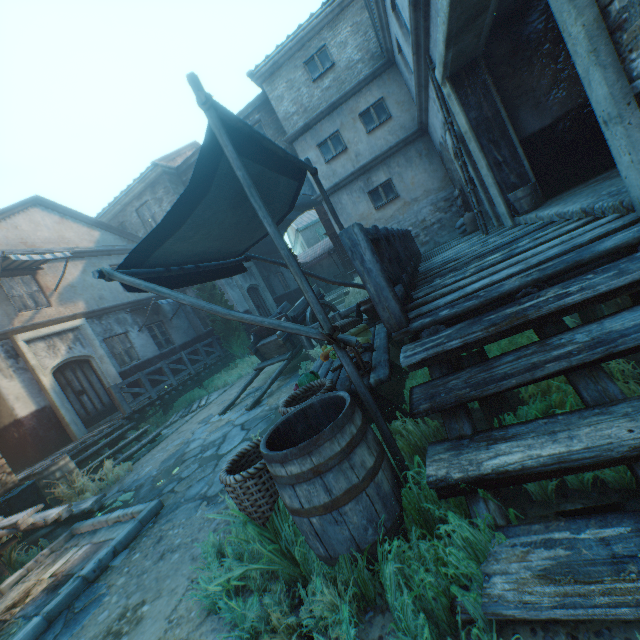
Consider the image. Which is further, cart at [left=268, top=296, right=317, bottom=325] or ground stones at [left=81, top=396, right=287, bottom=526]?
cart at [left=268, top=296, right=317, bottom=325]

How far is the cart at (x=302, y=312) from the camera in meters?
8.4 m

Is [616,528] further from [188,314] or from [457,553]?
[188,314]

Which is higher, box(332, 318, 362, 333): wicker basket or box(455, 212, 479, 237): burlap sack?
box(455, 212, 479, 237): burlap sack

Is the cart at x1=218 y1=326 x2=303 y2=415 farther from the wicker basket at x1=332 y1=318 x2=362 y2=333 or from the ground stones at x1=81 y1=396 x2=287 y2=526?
the wicker basket at x1=332 y1=318 x2=362 y2=333

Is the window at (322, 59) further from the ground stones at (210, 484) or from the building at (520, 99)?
the ground stones at (210, 484)

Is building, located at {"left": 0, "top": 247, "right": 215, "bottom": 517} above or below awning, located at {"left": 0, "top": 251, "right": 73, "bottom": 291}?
below

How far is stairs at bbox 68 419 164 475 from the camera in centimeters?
788cm
